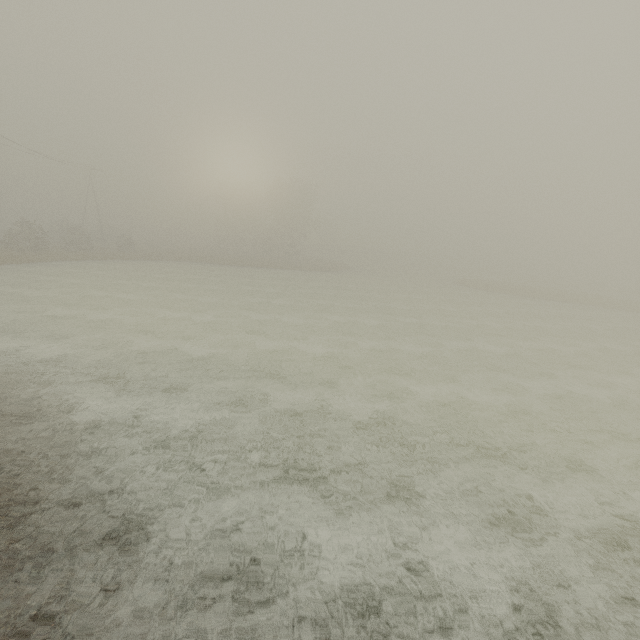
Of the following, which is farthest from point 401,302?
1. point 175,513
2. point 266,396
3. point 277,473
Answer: point 175,513
